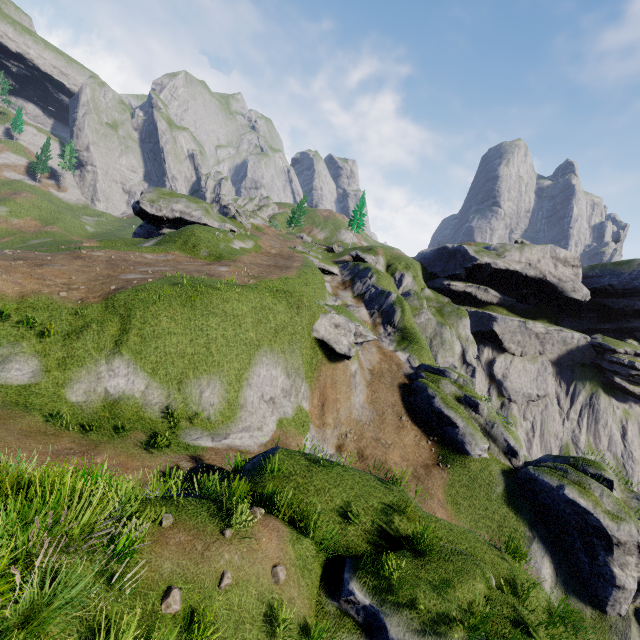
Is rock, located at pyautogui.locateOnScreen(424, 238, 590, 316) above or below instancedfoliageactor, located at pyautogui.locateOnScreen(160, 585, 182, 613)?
above

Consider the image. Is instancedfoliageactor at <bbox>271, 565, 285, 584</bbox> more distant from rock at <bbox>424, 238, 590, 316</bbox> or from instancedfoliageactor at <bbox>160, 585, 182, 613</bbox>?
rock at <bbox>424, 238, 590, 316</bbox>

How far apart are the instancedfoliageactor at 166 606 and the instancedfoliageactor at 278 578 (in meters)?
1.77

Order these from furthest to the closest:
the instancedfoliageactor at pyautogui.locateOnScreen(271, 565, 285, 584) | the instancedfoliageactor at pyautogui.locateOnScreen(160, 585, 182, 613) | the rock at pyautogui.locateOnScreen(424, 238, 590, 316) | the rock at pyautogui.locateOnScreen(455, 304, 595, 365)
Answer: the rock at pyautogui.locateOnScreen(424, 238, 590, 316), the rock at pyautogui.locateOnScreen(455, 304, 595, 365), the instancedfoliageactor at pyautogui.locateOnScreen(271, 565, 285, 584), the instancedfoliageactor at pyautogui.locateOnScreen(160, 585, 182, 613)

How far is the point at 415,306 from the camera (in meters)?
45.94

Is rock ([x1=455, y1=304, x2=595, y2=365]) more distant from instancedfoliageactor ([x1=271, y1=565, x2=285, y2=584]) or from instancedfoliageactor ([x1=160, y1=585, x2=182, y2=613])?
instancedfoliageactor ([x1=160, y1=585, x2=182, y2=613])

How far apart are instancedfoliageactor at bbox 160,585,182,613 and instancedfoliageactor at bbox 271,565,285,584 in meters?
1.8 m

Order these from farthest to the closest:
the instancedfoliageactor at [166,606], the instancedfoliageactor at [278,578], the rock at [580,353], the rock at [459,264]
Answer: the rock at [459,264], the rock at [580,353], the instancedfoliageactor at [278,578], the instancedfoliageactor at [166,606]
